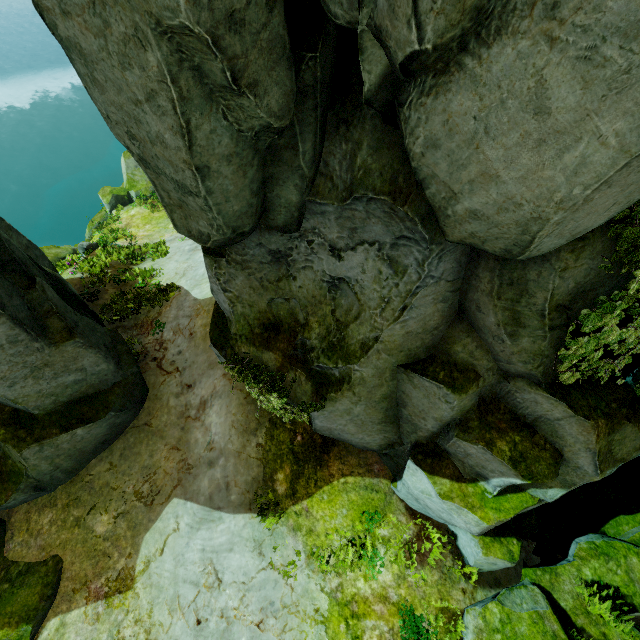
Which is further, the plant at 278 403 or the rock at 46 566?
the rock at 46 566

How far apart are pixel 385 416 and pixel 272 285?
3.6m

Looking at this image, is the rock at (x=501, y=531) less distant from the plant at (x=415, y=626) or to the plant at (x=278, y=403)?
the plant at (x=278, y=403)

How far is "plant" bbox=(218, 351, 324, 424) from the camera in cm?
641

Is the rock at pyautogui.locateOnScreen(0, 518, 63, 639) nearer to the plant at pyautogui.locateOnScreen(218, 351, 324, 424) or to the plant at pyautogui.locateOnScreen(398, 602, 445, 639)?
the plant at pyautogui.locateOnScreen(218, 351, 324, 424)

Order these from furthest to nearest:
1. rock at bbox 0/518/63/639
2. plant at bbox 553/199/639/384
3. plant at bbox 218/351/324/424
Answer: rock at bbox 0/518/63/639
plant at bbox 218/351/324/424
plant at bbox 553/199/639/384

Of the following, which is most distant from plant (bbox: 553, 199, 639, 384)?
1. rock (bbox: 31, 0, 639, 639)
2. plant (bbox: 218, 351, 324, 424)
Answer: plant (bbox: 218, 351, 324, 424)
